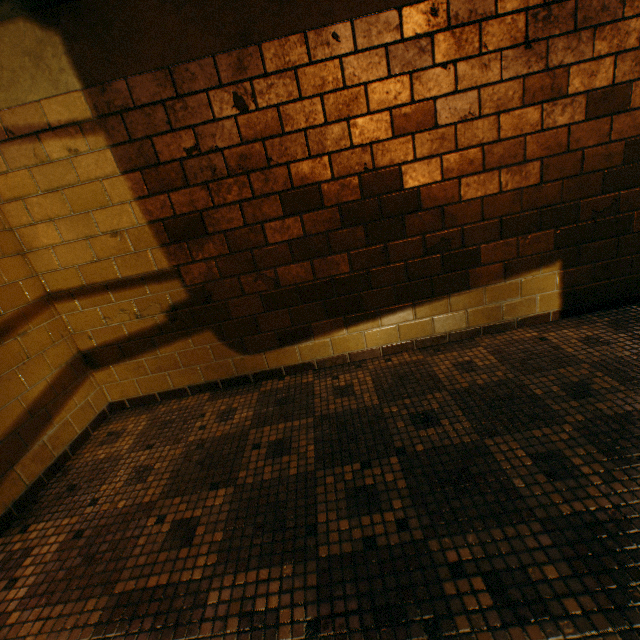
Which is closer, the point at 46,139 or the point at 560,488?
the point at 560,488
